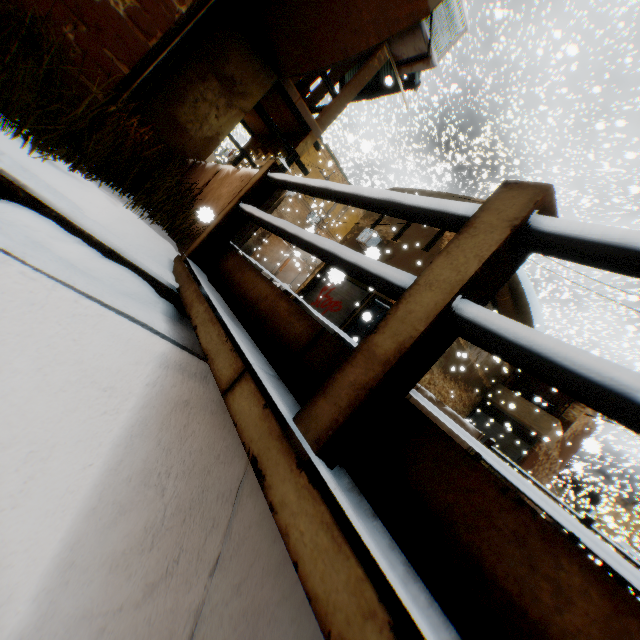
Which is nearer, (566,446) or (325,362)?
(325,362)

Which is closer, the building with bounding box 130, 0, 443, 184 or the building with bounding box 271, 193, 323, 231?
the building with bounding box 130, 0, 443, 184

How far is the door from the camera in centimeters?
896cm

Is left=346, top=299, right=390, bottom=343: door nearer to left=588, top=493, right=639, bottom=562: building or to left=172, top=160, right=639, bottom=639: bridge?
left=588, top=493, right=639, bottom=562: building

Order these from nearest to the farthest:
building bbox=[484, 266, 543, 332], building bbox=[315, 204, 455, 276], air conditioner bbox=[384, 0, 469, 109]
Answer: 1. air conditioner bbox=[384, 0, 469, 109]
2. building bbox=[315, 204, 455, 276]
3. building bbox=[484, 266, 543, 332]

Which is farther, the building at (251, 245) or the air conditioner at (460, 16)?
the building at (251, 245)

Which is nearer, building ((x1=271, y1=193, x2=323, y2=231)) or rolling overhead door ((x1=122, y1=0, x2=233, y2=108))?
rolling overhead door ((x1=122, y1=0, x2=233, y2=108))

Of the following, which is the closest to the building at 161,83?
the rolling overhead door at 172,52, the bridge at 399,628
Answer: the rolling overhead door at 172,52
